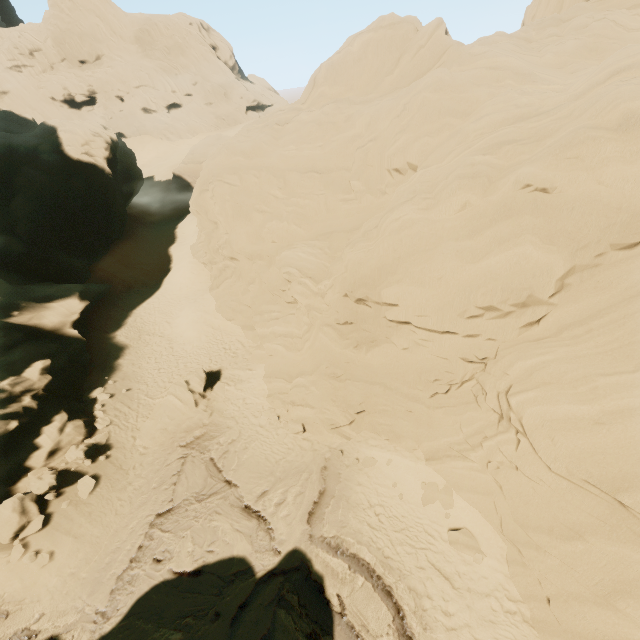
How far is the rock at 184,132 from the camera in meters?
59.5

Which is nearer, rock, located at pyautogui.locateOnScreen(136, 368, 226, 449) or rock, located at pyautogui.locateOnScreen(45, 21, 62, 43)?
rock, located at pyautogui.locateOnScreen(136, 368, 226, 449)

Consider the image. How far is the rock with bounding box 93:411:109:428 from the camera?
17.6 meters

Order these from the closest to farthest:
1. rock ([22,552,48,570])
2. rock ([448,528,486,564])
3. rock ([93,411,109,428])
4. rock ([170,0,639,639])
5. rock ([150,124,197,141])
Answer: rock ([170,0,639,639])
rock ([448,528,486,564])
rock ([22,552,48,570])
rock ([93,411,109,428])
rock ([150,124,197,141])

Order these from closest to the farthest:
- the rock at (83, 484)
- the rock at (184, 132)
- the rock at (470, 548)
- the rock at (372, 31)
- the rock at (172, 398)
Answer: the rock at (372, 31), the rock at (470, 548), the rock at (83, 484), the rock at (172, 398), the rock at (184, 132)

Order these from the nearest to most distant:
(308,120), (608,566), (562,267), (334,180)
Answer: (608,566) → (562,267) → (334,180) → (308,120)
